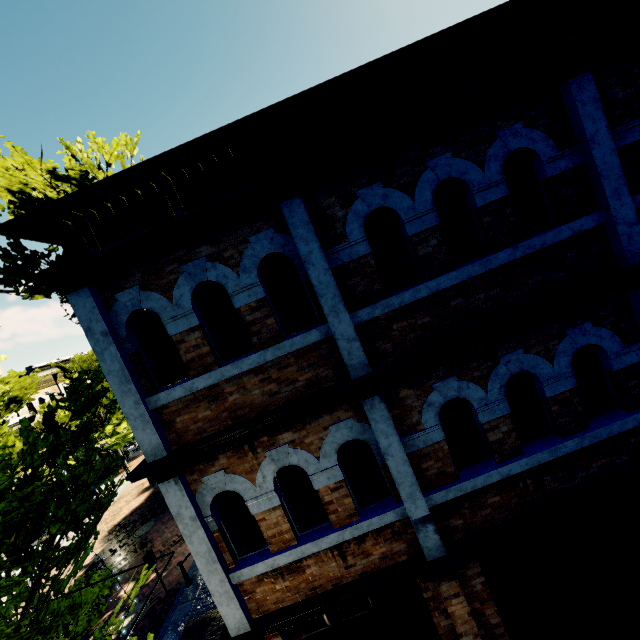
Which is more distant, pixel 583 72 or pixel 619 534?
pixel 619 534

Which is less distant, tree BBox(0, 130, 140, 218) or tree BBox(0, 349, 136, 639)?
tree BBox(0, 349, 136, 639)

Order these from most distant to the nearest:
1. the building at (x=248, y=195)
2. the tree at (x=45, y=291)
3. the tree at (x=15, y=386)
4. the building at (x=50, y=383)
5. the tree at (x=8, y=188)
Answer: the building at (x=50, y=383) < the tree at (x=15, y=386) < the tree at (x=8, y=188) < the tree at (x=45, y=291) < the building at (x=248, y=195)

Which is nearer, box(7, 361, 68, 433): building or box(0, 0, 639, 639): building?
box(0, 0, 639, 639): building

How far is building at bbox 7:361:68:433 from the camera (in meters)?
22.08

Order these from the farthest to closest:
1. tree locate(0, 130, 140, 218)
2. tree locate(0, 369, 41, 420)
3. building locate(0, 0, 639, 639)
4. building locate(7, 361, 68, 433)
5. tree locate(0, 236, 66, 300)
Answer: building locate(7, 361, 68, 433)
tree locate(0, 369, 41, 420)
tree locate(0, 130, 140, 218)
tree locate(0, 236, 66, 300)
building locate(0, 0, 639, 639)

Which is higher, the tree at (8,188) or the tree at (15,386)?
the tree at (8,188)

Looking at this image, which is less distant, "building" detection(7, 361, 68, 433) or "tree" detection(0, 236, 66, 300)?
"tree" detection(0, 236, 66, 300)
